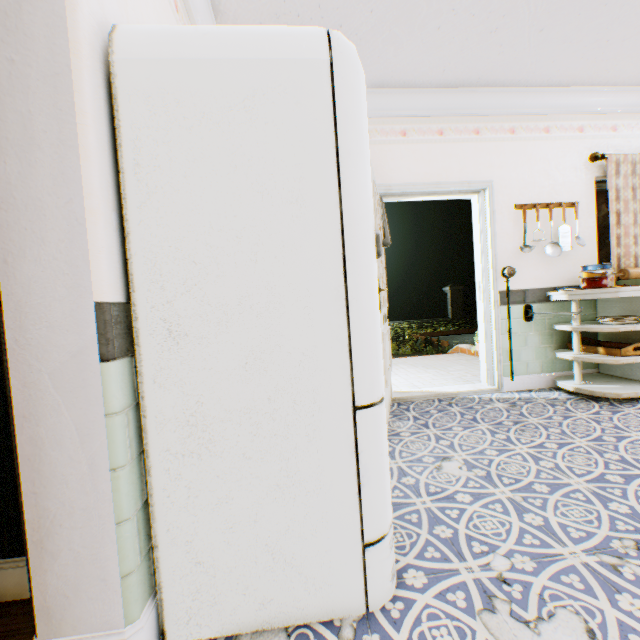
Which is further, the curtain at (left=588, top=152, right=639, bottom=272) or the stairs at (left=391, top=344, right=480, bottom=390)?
the stairs at (left=391, top=344, right=480, bottom=390)

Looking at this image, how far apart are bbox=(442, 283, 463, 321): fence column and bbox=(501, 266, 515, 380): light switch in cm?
1564

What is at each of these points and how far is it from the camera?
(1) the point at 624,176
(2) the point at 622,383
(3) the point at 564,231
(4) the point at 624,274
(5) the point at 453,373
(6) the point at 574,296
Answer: (1) curtain, 3.5m
(2) cabinet, 3.2m
(3) utensil rack, 3.5m
(4) rolling pin, 3.4m
(5) stairs, 4.5m
(6) cabinet, 3.1m

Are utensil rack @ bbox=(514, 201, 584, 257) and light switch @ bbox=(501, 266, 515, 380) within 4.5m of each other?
yes

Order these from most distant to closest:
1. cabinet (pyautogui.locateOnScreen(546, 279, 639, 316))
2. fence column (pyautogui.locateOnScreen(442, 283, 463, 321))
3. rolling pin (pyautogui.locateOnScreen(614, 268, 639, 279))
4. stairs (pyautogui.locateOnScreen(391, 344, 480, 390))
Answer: fence column (pyautogui.locateOnScreen(442, 283, 463, 321))
stairs (pyautogui.locateOnScreen(391, 344, 480, 390))
rolling pin (pyautogui.locateOnScreen(614, 268, 639, 279))
cabinet (pyautogui.locateOnScreen(546, 279, 639, 316))

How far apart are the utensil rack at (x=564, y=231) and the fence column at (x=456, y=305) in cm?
1531

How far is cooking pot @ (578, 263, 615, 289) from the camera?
3.03m

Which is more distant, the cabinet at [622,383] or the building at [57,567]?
the cabinet at [622,383]
